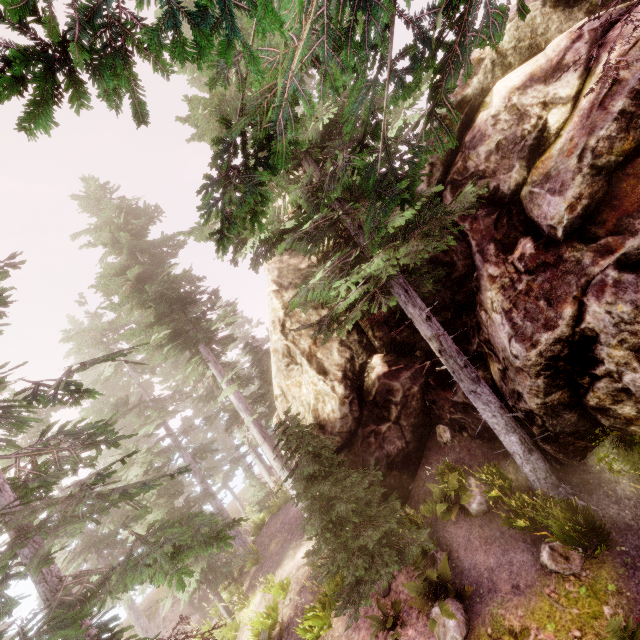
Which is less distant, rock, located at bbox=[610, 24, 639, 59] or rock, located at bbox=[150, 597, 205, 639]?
rock, located at bbox=[610, 24, 639, 59]

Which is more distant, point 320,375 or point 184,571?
point 320,375

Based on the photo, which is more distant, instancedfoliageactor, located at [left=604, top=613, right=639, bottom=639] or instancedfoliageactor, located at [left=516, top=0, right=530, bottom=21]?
instancedfoliageactor, located at [left=604, top=613, right=639, bottom=639]

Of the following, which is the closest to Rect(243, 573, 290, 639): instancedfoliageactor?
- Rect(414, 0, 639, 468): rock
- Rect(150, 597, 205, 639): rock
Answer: Rect(414, 0, 639, 468): rock

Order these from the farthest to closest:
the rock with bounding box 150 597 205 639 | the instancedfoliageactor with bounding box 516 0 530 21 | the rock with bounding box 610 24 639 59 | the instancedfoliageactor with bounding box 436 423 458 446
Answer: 1. the rock with bounding box 150 597 205 639
2. the instancedfoliageactor with bounding box 436 423 458 446
3. the rock with bounding box 610 24 639 59
4. the instancedfoliageactor with bounding box 516 0 530 21

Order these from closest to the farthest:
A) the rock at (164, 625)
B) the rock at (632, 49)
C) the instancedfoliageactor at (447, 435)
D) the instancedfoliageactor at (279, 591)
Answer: the rock at (632, 49) → the instancedfoliageactor at (447, 435) → the instancedfoliageactor at (279, 591) → the rock at (164, 625)

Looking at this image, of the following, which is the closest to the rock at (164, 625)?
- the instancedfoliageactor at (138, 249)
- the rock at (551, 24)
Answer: the instancedfoliageactor at (138, 249)

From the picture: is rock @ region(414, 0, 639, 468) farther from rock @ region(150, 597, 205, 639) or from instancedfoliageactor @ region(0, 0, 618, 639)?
rock @ region(150, 597, 205, 639)
